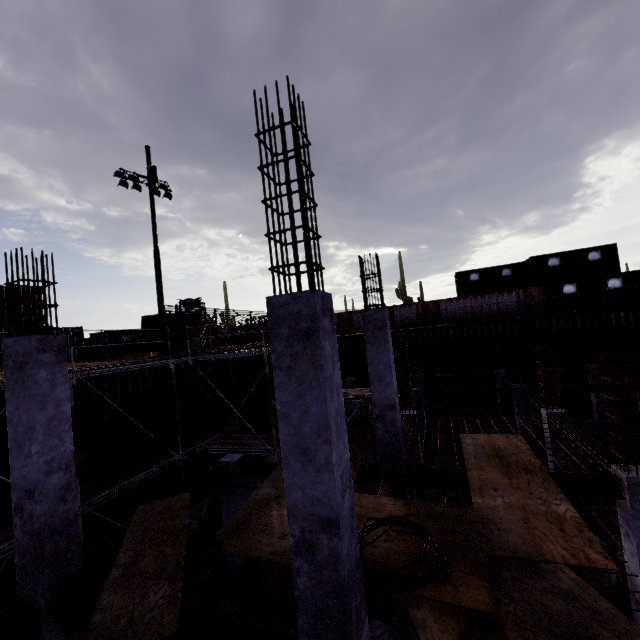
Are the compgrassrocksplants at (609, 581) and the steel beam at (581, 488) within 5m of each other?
yes

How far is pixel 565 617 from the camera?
3.8m

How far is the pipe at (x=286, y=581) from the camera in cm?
883

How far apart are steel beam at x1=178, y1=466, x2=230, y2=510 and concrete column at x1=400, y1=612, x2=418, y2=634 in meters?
4.6 m

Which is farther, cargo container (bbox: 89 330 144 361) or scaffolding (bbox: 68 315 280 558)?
cargo container (bbox: 89 330 144 361)

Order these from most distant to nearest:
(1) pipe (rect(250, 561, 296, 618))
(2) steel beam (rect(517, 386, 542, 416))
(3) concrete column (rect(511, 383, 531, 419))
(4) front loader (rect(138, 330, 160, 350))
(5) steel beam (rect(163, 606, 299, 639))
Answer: (4) front loader (rect(138, 330, 160, 350)), (3) concrete column (rect(511, 383, 531, 419)), (2) steel beam (rect(517, 386, 542, 416)), (1) pipe (rect(250, 561, 296, 618)), (5) steel beam (rect(163, 606, 299, 639))

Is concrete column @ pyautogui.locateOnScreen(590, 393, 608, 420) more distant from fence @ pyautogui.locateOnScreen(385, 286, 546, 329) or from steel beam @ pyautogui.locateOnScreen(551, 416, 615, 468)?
steel beam @ pyautogui.locateOnScreen(551, 416, 615, 468)

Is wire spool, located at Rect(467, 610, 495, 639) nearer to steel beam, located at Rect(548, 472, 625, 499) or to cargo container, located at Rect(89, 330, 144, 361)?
steel beam, located at Rect(548, 472, 625, 499)
